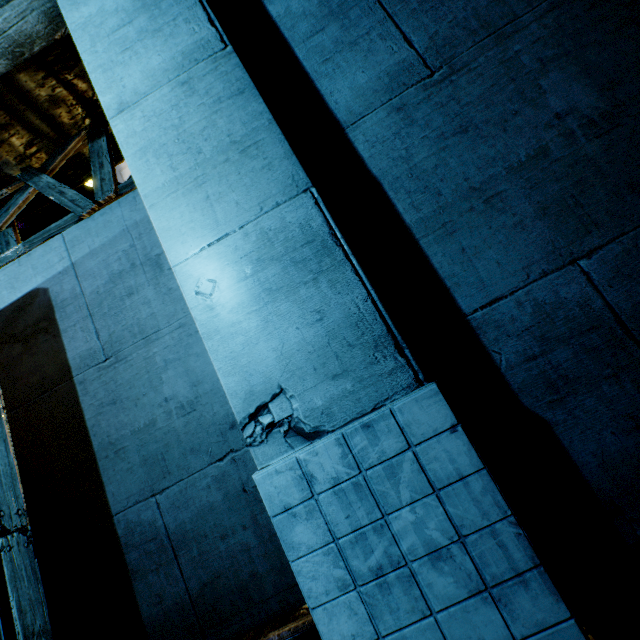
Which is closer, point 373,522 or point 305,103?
point 373,522
